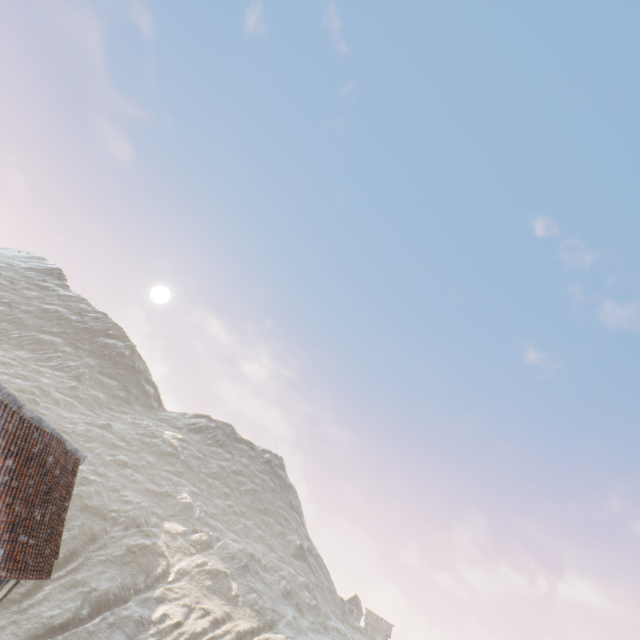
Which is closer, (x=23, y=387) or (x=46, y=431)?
(x=46, y=431)
